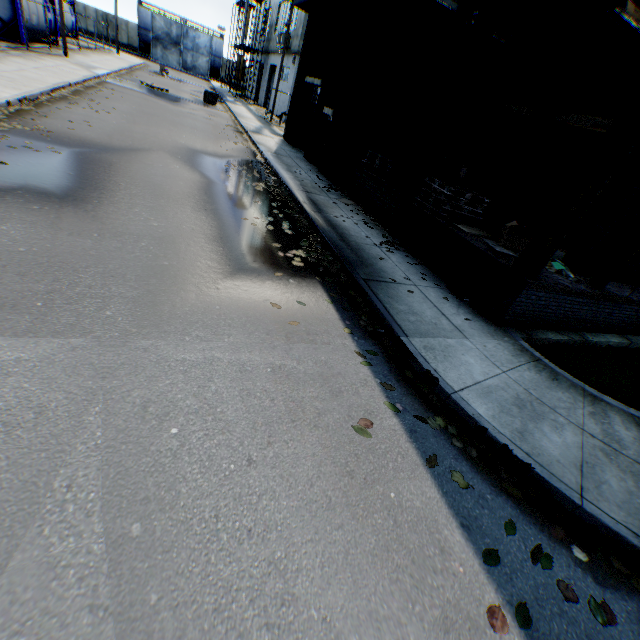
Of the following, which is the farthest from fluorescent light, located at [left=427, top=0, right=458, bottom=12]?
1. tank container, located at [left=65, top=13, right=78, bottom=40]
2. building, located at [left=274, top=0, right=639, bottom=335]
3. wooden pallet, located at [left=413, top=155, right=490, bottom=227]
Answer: tank container, located at [left=65, top=13, right=78, bottom=40]

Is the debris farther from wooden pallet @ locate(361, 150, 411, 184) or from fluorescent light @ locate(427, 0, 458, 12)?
fluorescent light @ locate(427, 0, 458, 12)

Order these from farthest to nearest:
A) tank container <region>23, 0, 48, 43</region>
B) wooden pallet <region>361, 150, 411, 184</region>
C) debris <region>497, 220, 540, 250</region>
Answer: tank container <region>23, 0, 48, 43</region>, wooden pallet <region>361, 150, 411, 184</region>, debris <region>497, 220, 540, 250</region>

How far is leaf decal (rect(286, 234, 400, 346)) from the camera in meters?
5.1 m

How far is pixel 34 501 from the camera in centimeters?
217cm

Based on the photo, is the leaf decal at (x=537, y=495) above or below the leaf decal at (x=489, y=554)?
above

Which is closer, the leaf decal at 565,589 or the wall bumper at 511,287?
the leaf decal at 565,589

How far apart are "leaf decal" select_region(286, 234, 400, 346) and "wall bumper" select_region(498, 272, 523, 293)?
2.5m
